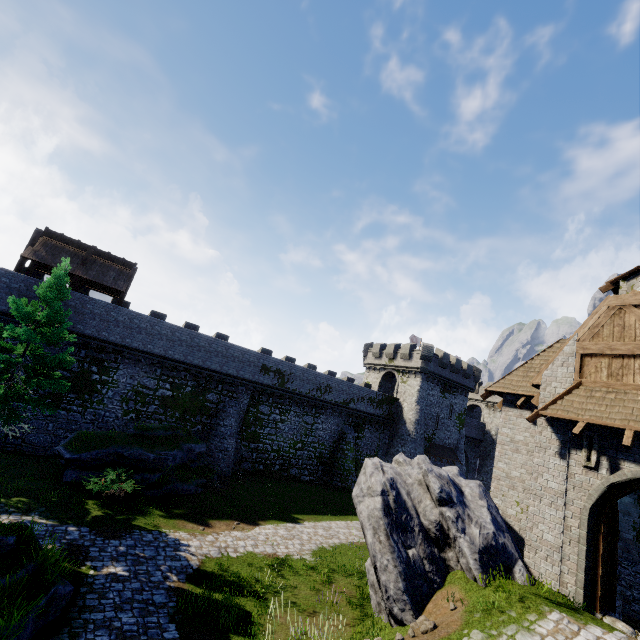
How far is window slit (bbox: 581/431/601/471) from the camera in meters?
9.4

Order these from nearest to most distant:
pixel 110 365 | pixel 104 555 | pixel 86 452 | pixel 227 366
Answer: pixel 104 555 → pixel 86 452 → pixel 110 365 → pixel 227 366

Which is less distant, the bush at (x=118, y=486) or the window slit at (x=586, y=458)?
the window slit at (x=586, y=458)

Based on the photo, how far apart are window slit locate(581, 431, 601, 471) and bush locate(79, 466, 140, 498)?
18.8m

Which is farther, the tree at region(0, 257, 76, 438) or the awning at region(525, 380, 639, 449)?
the tree at region(0, 257, 76, 438)

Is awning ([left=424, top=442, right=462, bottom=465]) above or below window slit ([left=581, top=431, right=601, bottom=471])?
below

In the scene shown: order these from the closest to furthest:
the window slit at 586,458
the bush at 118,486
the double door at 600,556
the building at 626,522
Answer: the double door at 600,556 → the window slit at 586,458 → the building at 626,522 → the bush at 118,486

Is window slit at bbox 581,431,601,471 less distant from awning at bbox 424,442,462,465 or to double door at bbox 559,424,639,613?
double door at bbox 559,424,639,613
